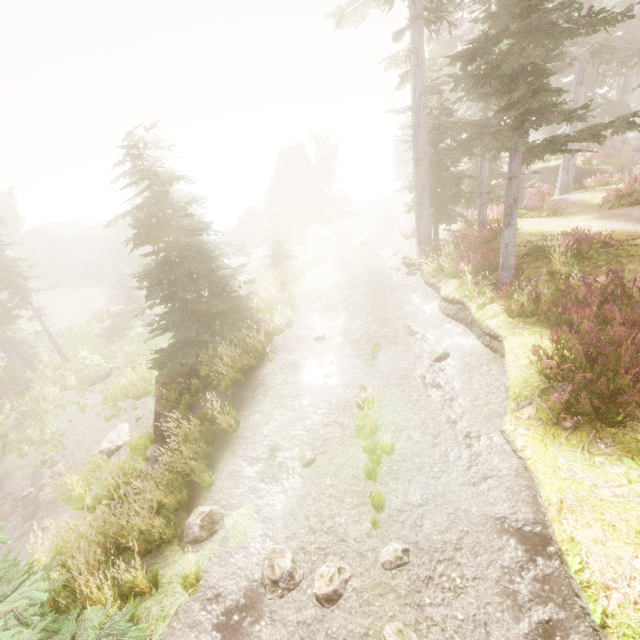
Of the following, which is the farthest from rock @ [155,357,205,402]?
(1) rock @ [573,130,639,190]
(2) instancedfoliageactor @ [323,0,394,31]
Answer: (1) rock @ [573,130,639,190]

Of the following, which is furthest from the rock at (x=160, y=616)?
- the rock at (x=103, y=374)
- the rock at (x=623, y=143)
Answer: the rock at (x=623, y=143)

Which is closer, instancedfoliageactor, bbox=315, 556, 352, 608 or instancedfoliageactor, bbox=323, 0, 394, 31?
instancedfoliageactor, bbox=315, 556, 352, 608

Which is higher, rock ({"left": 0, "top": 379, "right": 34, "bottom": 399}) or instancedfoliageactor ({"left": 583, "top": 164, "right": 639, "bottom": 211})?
instancedfoliageactor ({"left": 583, "top": 164, "right": 639, "bottom": 211})

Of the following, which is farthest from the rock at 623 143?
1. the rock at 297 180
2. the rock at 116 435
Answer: the rock at 116 435

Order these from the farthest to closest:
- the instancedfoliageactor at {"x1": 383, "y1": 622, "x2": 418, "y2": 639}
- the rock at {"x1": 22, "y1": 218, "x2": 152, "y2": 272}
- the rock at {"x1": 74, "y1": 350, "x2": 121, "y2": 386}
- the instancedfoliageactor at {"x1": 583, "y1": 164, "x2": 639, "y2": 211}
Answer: the rock at {"x1": 22, "y1": 218, "x2": 152, "y2": 272} → the rock at {"x1": 74, "y1": 350, "x2": 121, "y2": 386} → the instancedfoliageactor at {"x1": 583, "y1": 164, "x2": 639, "y2": 211} → the instancedfoliageactor at {"x1": 383, "y1": 622, "x2": 418, "y2": 639}

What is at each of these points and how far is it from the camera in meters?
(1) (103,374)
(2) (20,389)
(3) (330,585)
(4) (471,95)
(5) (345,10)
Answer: (1) rock, 20.4 m
(2) rock, 19.1 m
(3) instancedfoliageactor, 4.5 m
(4) instancedfoliageactor, 8.5 m
(5) instancedfoliageactor, 13.1 m

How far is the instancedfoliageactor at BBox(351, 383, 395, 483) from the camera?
6.0 meters
